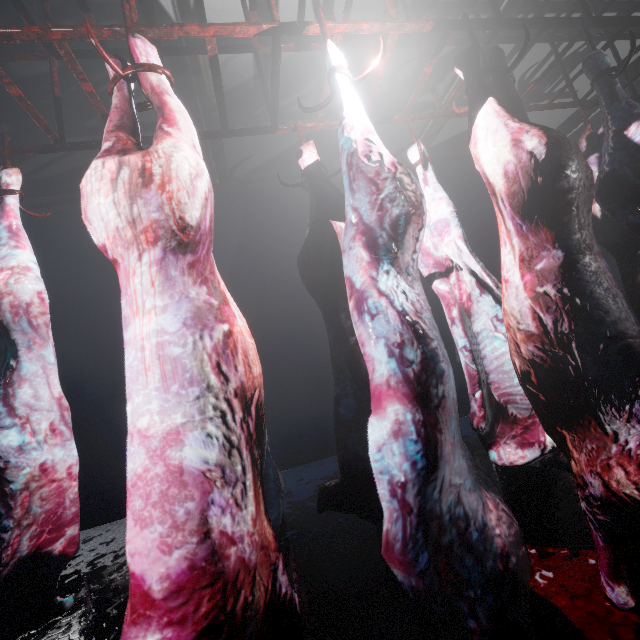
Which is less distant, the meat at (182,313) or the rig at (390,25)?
the meat at (182,313)

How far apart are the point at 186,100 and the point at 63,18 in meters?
1.1 m

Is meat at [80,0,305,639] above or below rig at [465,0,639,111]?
below

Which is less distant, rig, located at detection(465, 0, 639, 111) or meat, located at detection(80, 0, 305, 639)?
meat, located at detection(80, 0, 305, 639)

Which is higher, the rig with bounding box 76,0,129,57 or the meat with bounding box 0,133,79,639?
the rig with bounding box 76,0,129,57

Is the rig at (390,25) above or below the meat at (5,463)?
above
